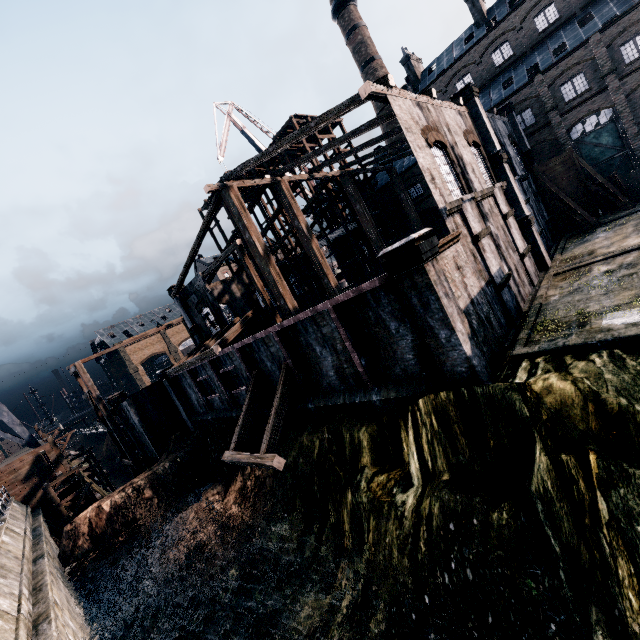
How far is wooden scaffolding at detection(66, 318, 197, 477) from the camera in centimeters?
3028cm

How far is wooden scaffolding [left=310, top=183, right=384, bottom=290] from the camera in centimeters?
3372cm

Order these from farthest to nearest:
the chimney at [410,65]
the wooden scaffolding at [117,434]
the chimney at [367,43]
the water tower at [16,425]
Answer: the chimney at [367,43], the chimney at [410,65], the water tower at [16,425], the wooden scaffolding at [117,434]

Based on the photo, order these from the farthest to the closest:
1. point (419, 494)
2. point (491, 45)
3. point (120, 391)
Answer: point (491, 45)
point (120, 391)
point (419, 494)

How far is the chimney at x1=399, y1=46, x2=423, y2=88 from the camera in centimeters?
4534cm

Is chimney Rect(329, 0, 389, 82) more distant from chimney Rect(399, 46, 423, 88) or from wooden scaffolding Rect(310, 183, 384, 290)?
wooden scaffolding Rect(310, 183, 384, 290)

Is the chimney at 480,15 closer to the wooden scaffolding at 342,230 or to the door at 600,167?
the door at 600,167

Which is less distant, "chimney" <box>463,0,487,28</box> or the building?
the building
